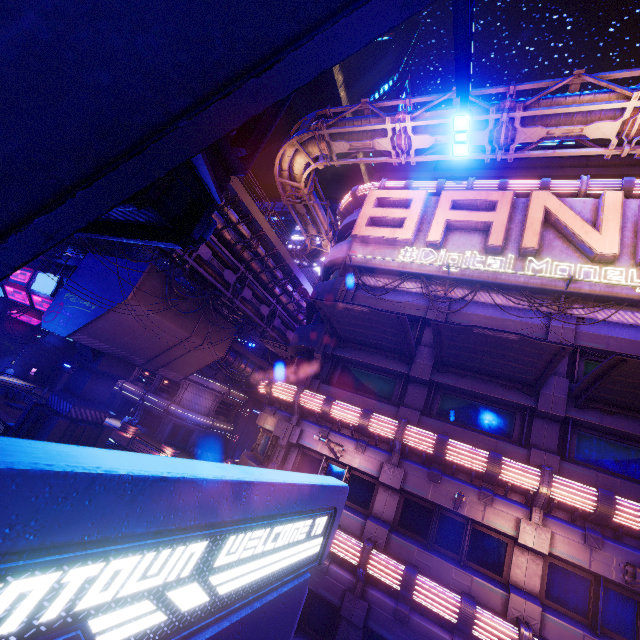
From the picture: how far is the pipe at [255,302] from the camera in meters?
19.8

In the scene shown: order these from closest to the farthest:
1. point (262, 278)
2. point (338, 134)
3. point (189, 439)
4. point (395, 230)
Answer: point (395, 230)
point (338, 134)
point (262, 278)
point (189, 439)

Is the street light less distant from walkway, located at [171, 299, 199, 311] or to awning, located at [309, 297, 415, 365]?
awning, located at [309, 297, 415, 365]

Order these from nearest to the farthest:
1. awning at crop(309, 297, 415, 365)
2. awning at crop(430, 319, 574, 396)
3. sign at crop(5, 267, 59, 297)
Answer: awning at crop(430, 319, 574, 396) < awning at crop(309, 297, 415, 365) < sign at crop(5, 267, 59, 297)

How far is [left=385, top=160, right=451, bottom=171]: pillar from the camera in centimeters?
2266cm

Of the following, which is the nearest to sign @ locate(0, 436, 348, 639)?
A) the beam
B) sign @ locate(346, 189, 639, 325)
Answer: sign @ locate(346, 189, 639, 325)

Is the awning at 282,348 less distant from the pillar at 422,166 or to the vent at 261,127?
the pillar at 422,166

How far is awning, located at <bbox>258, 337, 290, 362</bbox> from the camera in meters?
23.7 m
